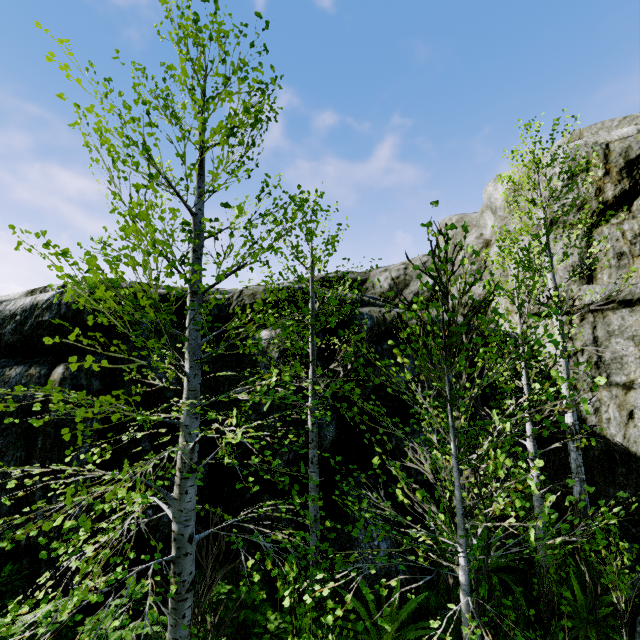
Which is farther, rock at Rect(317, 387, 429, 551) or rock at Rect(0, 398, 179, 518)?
rock at Rect(317, 387, 429, 551)

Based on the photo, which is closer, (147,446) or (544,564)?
(544,564)

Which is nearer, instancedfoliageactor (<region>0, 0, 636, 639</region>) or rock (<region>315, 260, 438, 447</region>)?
instancedfoliageactor (<region>0, 0, 636, 639</region>)

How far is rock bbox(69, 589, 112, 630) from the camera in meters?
5.4 m

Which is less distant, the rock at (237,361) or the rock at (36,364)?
the rock at (36,364)

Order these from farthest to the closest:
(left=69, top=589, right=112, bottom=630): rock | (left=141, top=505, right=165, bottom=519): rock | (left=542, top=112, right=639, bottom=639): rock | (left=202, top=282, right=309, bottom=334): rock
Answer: (left=202, top=282, right=309, bottom=334): rock
(left=542, top=112, right=639, bottom=639): rock
(left=141, top=505, right=165, bottom=519): rock
(left=69, top=589, right=112, bottom=630): rock

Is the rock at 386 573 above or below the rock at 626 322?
below
